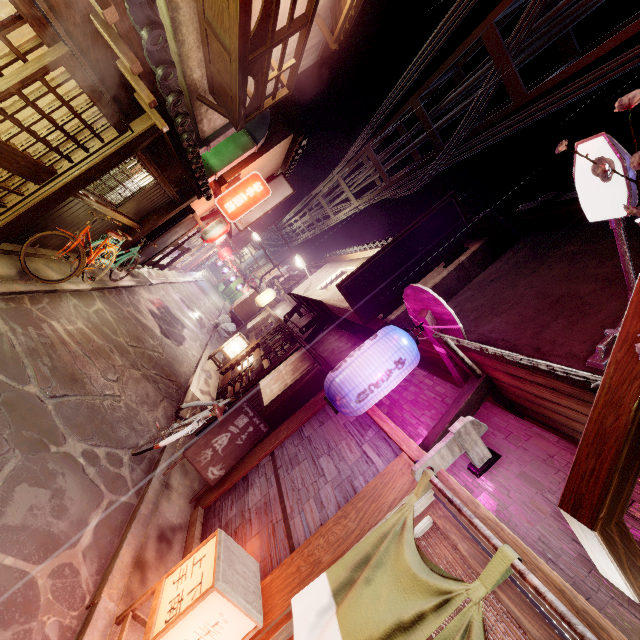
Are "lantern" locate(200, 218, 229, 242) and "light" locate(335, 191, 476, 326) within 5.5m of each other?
no

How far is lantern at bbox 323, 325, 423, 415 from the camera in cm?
600

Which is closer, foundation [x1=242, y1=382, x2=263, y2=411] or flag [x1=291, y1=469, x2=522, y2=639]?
flag [x1=291, y1=469, x2=522, y2=639]

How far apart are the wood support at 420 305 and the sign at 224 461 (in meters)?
5.52

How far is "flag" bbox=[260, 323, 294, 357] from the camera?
16.61m

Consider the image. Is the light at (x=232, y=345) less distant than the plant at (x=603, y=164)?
No

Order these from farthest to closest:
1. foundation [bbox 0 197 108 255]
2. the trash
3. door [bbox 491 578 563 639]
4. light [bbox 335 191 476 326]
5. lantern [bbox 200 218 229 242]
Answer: the trash, lantern [bbox 200 218 229 242], light [bbox 335 191 476 326], foundation [bbox 0 197 108 255], door [bbox 491 578 563 639]

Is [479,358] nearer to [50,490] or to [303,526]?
[303,526]
